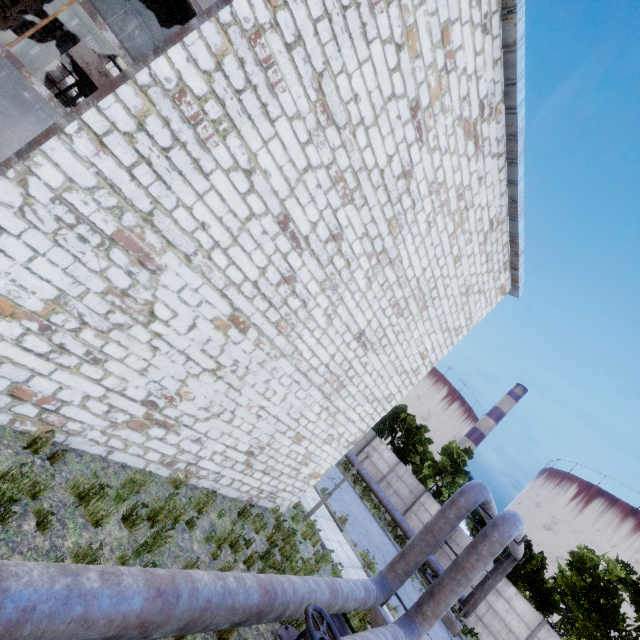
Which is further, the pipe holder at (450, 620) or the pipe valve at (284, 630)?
the pipe holder at (450, 620)

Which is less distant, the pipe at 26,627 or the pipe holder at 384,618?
the pipe at 26,627

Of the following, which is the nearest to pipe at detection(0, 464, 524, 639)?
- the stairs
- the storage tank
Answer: the stairs

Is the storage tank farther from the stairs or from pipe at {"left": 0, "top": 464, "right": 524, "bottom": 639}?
the stairs

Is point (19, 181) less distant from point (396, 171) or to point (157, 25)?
point (396, 171)

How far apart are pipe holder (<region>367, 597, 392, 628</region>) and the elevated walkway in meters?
12.4 m

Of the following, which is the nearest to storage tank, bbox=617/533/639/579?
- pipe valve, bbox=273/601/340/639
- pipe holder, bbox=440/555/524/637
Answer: pipe holder, bbox=440/555/524/637

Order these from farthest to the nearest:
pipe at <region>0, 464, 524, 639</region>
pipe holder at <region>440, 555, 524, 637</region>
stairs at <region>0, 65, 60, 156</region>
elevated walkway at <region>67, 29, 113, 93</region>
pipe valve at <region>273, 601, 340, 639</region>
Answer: pipe holder at <region>440, 555, 524, 637</region>
stairs at <region>0, 65, 60, 156</region>
elevated walkway at <region>67, 29, 113, 93</region>
pipe valve at <region>273, 601, 340, 639</region>
pipe at <region>0, 464, 524, 639</region>
